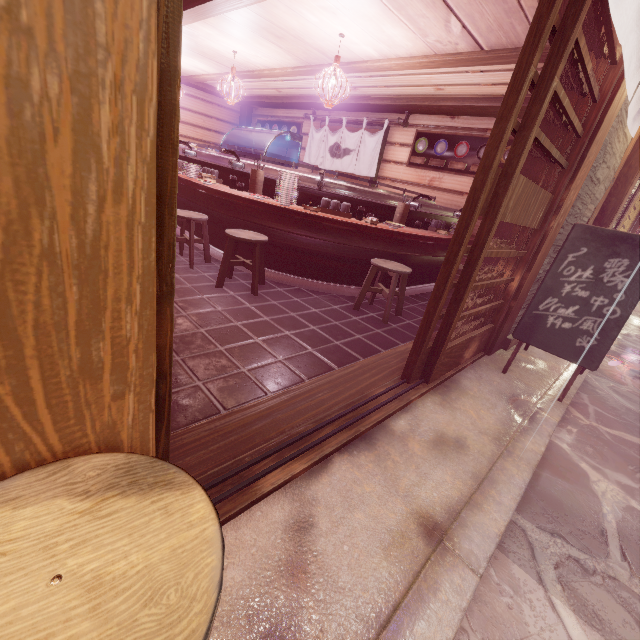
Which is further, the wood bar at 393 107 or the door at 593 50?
the wood bar at 393 107

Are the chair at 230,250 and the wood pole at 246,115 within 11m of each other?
no

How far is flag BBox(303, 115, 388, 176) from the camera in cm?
1184

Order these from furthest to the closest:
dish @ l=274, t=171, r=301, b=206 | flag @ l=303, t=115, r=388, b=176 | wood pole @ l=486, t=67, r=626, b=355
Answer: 1. flag @ l=303, t=115, r=388, b=176
2. dish @ l=274, t=171, r=301, b=206
3. wood pole @ l=486, t=67, r=626, b=355

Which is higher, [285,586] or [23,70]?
[23,70]

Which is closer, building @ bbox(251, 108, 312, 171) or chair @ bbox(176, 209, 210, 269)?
chair @ bbox(176, 209, 210, 269)

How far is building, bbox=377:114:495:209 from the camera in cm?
1009

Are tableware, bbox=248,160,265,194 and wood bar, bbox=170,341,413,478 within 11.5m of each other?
yes
